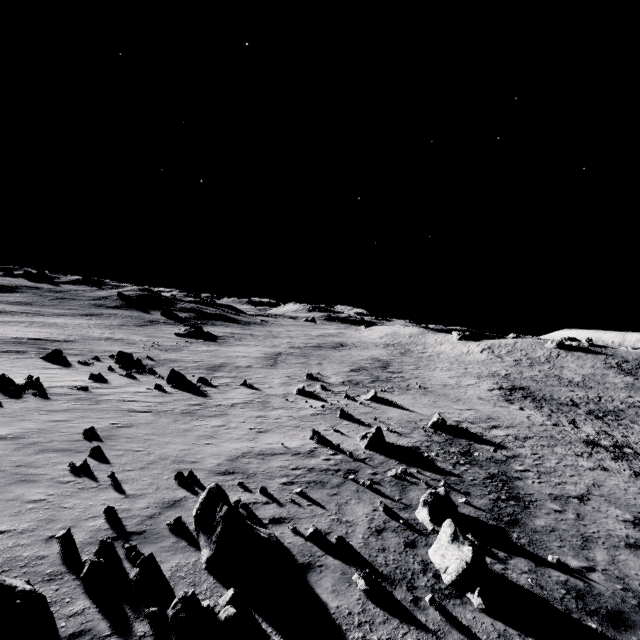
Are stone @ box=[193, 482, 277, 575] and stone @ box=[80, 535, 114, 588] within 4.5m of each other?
yes

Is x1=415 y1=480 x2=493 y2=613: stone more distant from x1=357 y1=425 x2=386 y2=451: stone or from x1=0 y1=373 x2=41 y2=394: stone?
x1=0 y1=373 x2=41 y2=394: stone

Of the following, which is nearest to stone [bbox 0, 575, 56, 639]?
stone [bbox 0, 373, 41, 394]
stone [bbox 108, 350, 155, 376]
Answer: stone [bbox 0, 373, 41, 394]

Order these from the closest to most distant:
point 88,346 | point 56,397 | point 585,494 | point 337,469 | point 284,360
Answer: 1. point 337,469
2. point 585,494
3. point 56,397
4. point 88,346
5. point 284,360

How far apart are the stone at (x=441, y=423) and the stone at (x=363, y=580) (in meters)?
17.06

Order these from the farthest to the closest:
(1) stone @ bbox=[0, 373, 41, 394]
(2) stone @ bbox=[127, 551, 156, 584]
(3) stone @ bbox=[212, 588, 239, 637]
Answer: (1) stone @ bbox=[0, 373, 41, 394], (2) stone @ bbox=[127, 551, 156, 584], (3) stone @ bbox=[212, 588, 239, 637]

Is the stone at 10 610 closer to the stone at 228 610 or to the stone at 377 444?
the stone at 228 610

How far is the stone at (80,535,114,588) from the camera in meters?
5.9 m
